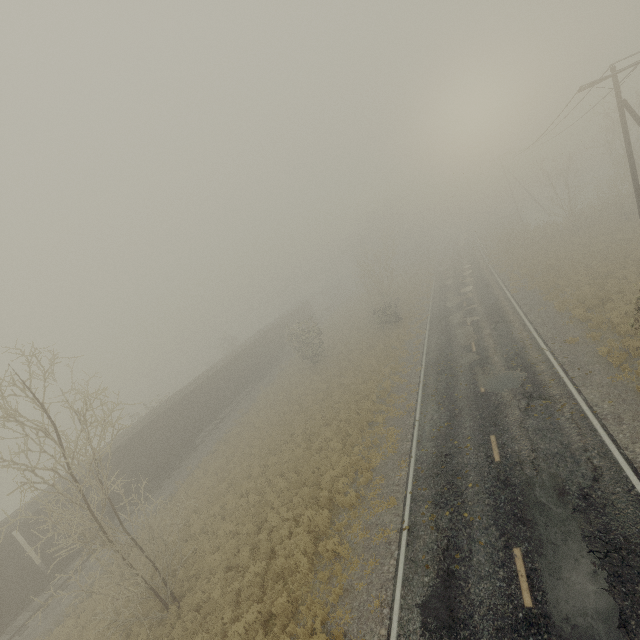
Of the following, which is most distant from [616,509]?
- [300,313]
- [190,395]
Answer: [300,313]

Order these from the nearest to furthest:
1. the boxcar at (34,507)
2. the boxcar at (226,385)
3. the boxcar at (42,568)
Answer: the boxcar at (42,568), the boxcar at (34,507), the boxcar at (226,385)

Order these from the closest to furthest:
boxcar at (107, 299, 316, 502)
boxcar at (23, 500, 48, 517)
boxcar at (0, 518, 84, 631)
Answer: boxcar at (0, 518, 84, 631) → boxcar at (23, 500, 48, 517) → boxcar at (107, 299, 316, 502)

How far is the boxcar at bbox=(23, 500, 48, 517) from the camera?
17.8m

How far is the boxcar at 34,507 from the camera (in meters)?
17.84

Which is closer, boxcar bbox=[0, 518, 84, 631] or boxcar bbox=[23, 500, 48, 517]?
boxcar bbox=[0, 518, 84, 631]
